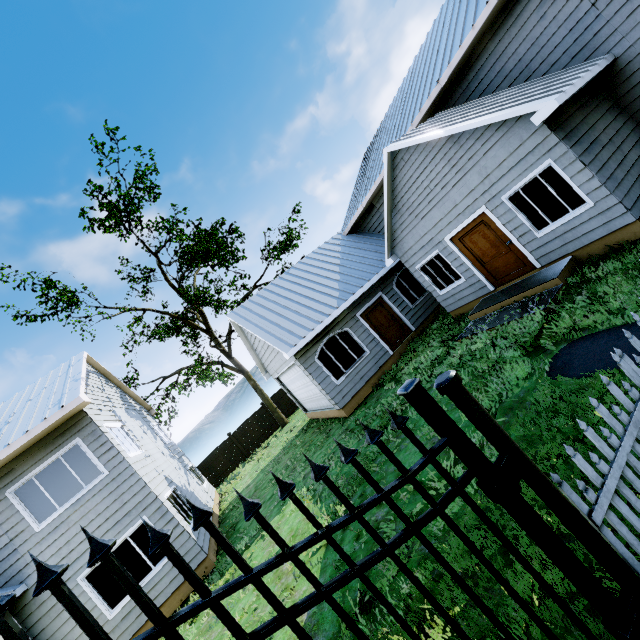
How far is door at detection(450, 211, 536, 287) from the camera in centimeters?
881cm

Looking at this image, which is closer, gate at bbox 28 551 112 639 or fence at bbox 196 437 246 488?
gate at bbox 28 551 112 639

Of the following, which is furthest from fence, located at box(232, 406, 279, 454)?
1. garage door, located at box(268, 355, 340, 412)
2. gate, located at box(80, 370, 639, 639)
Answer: gate, located at box(80, 370, 639, 639)

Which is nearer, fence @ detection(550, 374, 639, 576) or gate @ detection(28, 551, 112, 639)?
gate @ detection(28, 551, 112, 639)

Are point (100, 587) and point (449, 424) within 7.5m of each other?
no

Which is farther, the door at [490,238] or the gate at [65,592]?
the door at [490,238]

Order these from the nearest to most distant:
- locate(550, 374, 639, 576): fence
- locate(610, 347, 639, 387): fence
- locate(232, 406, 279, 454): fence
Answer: locate(550, 374, 639, 576): fence < locate(610, 347, 639, 387): fence < locate(232, 406, 279, 454): fence
